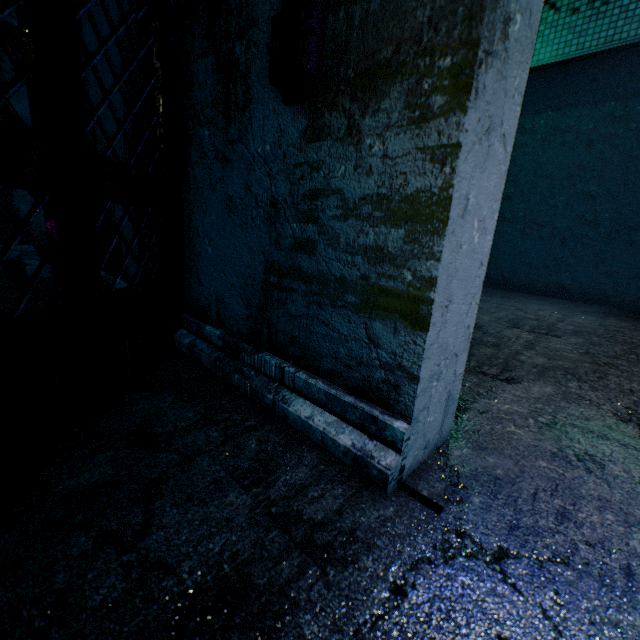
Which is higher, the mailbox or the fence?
the mailbox

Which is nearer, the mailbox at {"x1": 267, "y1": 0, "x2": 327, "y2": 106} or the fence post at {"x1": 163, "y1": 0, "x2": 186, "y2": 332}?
the mailbox at {"x1": 267, "y1": 0, "x2": 327, "y2": 106}

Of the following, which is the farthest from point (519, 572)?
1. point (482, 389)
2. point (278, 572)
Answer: point (482, 389)

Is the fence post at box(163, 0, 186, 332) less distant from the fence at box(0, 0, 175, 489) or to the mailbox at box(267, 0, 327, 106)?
the fence at box(0, 0, 175, 489)

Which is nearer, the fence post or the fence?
the fence

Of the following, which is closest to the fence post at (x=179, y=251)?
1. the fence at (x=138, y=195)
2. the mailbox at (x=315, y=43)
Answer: the fence at (x=138, y=195)
